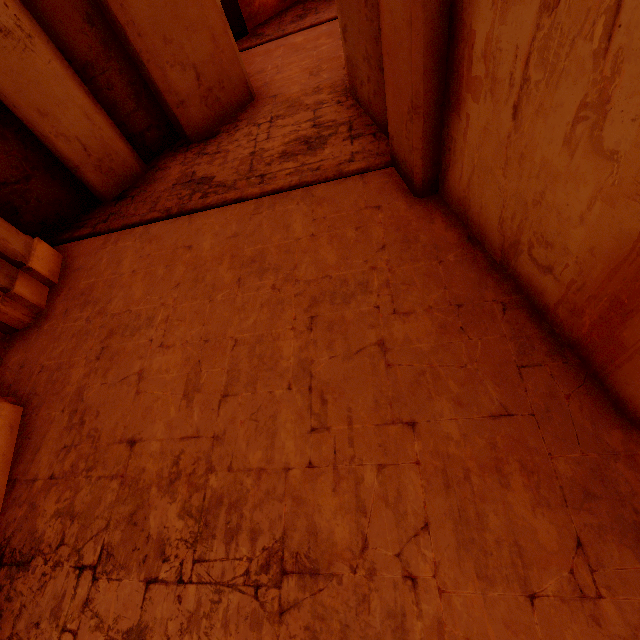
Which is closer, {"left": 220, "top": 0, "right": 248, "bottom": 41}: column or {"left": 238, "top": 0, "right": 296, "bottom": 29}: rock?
{"left": 220, "top": 0, "right": 248, "bottom": 41}: column

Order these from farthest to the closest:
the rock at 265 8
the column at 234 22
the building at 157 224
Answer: the rock at 265 8 → the column at 234 22 → the building at 157 224

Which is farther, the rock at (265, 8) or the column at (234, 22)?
the rock at (265, 8)

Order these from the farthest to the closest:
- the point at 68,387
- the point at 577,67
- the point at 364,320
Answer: the point at 68,387
the point at 364,320
the point at 577,67

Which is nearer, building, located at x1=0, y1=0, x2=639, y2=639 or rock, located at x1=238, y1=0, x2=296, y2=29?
building, located at x1=0, y1=0, x2=639, y2=639

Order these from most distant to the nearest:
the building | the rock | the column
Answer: the rock, the column, the building

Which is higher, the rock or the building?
the rock

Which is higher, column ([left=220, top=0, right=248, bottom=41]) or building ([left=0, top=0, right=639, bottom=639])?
column ([left=220, top=0, right=248, bottom=41])
